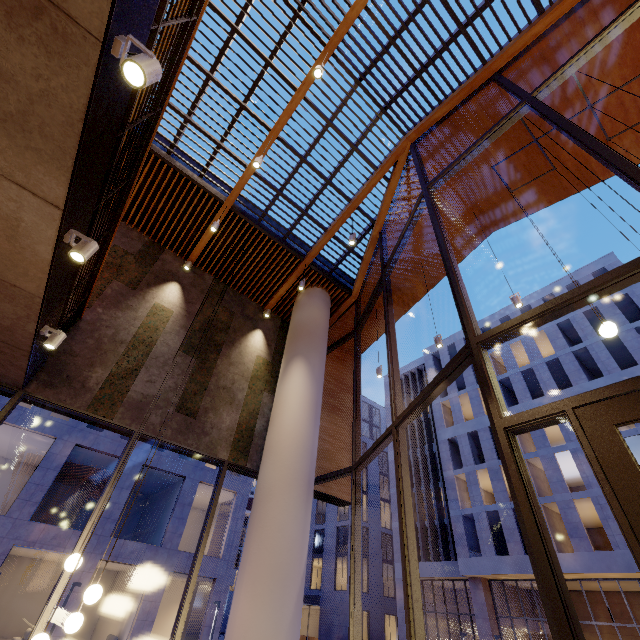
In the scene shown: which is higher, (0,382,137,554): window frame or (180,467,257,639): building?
(0,382,137,554): window frame

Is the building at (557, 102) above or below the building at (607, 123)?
above

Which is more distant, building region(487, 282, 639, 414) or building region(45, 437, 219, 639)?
building region(487, 282, 639, 414)

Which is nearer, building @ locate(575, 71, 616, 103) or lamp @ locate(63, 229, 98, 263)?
lamp @ locate(63, 229, 98, 263)

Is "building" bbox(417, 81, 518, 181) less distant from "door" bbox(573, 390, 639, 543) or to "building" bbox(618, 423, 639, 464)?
"door" bbox(573, 390, 639, 543)

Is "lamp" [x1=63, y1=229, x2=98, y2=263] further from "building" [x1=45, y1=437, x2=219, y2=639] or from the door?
"building" [x1=45, y1=437, x2=219, y2=639]

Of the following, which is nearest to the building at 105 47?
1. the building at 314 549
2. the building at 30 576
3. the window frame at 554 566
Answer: the window frame at 554 566

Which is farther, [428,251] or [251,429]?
[428,251]
